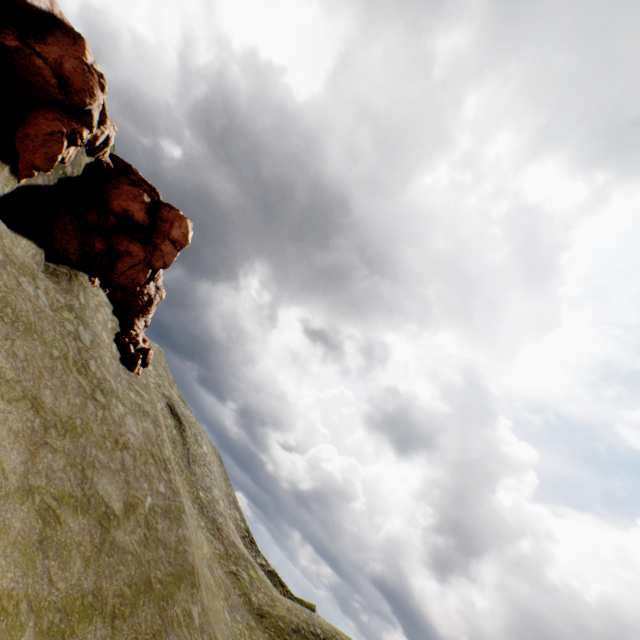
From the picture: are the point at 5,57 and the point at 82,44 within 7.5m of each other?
yes
